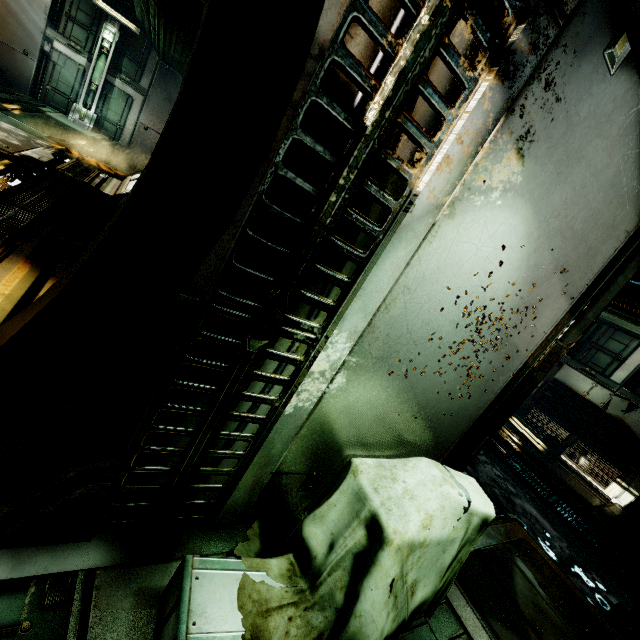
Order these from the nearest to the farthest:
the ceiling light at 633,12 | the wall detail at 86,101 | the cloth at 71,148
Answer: the ceiling light at 633,12 → the cloth at 71,148 → the wall detail at 86,101

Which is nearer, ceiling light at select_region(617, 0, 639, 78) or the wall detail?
ceiling light at select_region(617, 0, 639, 78)

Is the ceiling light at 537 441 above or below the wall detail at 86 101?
below

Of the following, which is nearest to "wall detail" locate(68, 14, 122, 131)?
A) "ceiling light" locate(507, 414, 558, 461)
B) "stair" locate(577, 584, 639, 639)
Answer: "ceiling light" locate(507, 414, 558, 461)

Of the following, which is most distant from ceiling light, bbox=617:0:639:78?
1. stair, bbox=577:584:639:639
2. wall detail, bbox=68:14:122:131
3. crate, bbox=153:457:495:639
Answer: wall detail, bbox=68:14:122:131

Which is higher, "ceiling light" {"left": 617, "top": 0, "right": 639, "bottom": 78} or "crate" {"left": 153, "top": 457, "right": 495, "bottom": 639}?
"ceiling light" {"left": 617, "top": 0, "right": 639, "bottom": 78}

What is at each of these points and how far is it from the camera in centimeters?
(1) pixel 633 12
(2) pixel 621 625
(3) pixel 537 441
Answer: (1) ceiling light, 126cm
(2) stair, 498cm
(3) ceiling light, 975cm

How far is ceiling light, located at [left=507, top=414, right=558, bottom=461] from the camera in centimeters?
927cm
